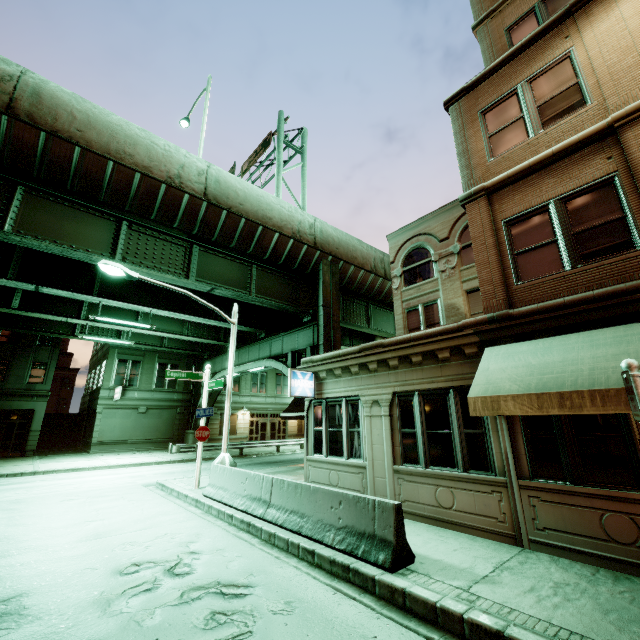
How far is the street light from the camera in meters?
11.1

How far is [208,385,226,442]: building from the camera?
33.7m

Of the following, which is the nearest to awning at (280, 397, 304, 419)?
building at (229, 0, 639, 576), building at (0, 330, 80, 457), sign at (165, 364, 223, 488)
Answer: building at (229, 0, 639, 576)

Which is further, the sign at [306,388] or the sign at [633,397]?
the sign at [306,388]

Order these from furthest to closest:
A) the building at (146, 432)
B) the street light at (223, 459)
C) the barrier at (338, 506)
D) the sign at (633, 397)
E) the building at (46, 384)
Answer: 1. the building at (146, 432)
2. the building at (46, 384)
3. the street light at (223, 459)
4. the barrier at (338, 506)
5. the sign at (633, 397)

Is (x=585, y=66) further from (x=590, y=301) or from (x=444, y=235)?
(x=444, y=235)

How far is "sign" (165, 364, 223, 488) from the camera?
12.4 meters

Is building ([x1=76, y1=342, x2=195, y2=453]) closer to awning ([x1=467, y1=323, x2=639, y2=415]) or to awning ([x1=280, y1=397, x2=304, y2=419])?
awning ([x1=280, y1=397, x2=304, y2=419])
